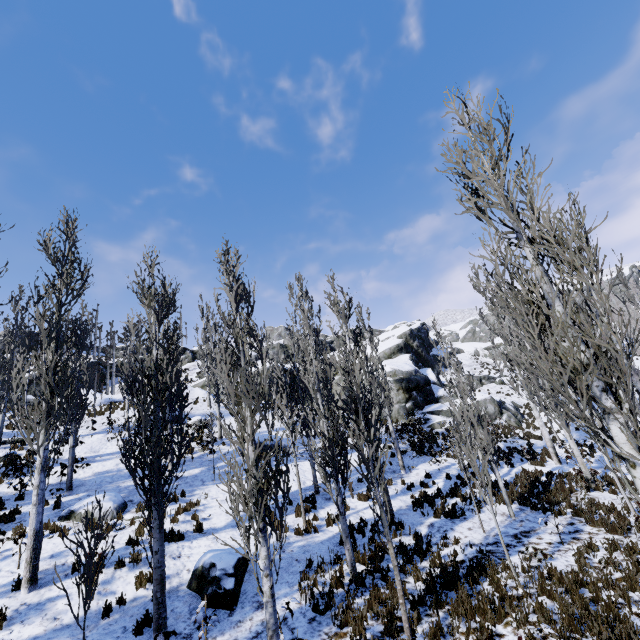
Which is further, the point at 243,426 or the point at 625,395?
the point at 243,426

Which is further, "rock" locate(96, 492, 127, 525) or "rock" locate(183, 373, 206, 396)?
"rock" locate(183, 373, 206, 396)

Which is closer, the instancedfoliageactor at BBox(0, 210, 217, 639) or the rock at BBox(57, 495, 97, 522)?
the instancedfoliageactor at BBox(0, 210, 217, 639)

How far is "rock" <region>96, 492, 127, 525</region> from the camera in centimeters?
1161cm

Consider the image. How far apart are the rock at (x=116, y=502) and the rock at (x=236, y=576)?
4.98m

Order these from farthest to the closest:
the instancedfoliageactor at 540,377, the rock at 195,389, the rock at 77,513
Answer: the rock at 195,389 < the rock at 77,513 < the instancedfoliageactor at 540,377

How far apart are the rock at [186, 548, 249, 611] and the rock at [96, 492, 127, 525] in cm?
498
